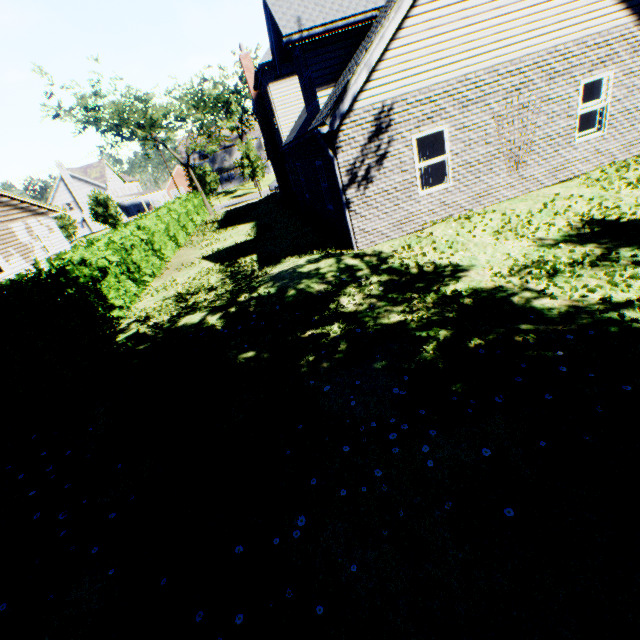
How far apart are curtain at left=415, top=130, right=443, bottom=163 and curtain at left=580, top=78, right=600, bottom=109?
3.91m

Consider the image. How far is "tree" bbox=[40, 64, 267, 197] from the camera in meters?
26.4

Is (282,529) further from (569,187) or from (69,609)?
(569,187)

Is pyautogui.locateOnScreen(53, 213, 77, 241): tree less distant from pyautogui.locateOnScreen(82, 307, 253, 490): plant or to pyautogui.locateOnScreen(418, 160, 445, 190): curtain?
pyautogui.locateOnScreen(82, 307, 253, 490): plant

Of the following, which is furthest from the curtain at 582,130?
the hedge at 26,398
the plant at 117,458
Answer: the hedge at 26,398

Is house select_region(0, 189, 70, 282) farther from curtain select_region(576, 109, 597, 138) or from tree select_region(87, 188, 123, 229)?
curtain select_region(576, 109, 597, 138)

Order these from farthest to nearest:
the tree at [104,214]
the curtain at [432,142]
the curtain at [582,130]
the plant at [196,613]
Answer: the tree at [104,214], the curtain at [582,130], the curtain at [432,142], the plant at [196,613]

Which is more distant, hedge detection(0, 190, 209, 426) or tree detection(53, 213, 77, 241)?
tree detection(53, 213, 77, 241)
